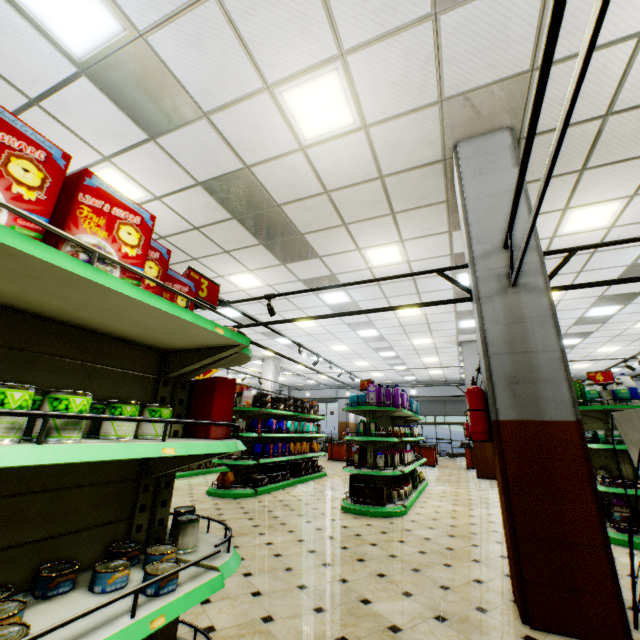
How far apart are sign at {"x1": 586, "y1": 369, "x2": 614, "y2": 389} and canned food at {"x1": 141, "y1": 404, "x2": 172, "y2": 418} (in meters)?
6.60

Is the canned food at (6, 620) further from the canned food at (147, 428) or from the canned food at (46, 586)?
the canned food at (147, 428)

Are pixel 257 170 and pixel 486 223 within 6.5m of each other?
yes

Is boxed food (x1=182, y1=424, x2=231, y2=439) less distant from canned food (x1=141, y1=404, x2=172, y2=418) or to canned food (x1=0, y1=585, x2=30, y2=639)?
canned food (x1=141, y1=404, x2=172, y2=418)

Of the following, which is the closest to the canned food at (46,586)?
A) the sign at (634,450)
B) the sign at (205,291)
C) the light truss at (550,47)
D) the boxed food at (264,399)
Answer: the sign at (205,291)

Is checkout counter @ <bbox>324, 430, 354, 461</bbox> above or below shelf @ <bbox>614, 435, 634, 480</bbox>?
below

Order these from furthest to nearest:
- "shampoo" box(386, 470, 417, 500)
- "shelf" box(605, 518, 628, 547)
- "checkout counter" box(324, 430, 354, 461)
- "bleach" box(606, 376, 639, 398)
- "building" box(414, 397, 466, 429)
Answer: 1. "building" box(414, 397, 466, 429)
2. "checkout counter" box(324, 430, 354, 461)
3. "shampoo" box(386, 470, 417, 500)
4. "bleach" box(606, 376, 639, 398)
5. "shelf" box(605, 518, 628, 547)

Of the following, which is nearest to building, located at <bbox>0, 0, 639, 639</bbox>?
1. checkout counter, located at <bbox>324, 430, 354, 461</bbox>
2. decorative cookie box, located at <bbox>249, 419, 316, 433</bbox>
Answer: checkout counter, located at <bbox>324, 430, 354, 461</bbox>
